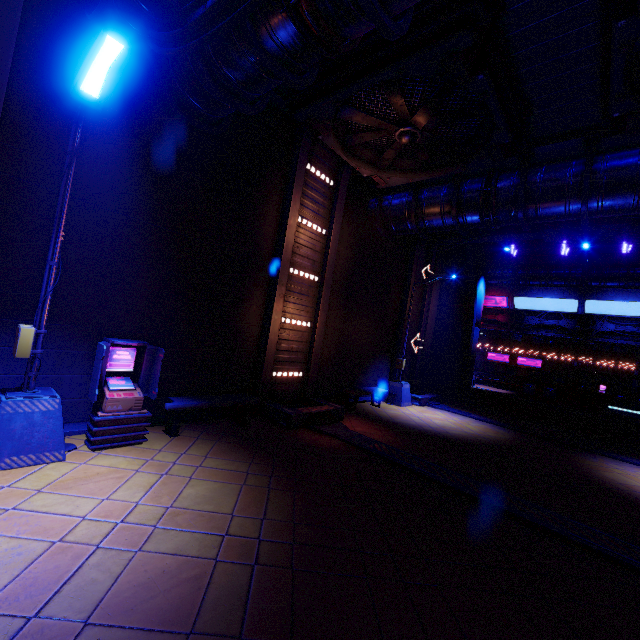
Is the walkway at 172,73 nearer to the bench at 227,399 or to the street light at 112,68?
the street light at 112,68

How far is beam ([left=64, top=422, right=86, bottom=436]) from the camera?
6.21m

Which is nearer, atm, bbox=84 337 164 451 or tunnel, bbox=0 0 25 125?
tunnel, bbox=0 0 25 125

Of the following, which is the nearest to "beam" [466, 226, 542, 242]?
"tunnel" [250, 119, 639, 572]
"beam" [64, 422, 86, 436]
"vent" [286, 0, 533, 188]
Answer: "vent" [286, 0, 533, 188]

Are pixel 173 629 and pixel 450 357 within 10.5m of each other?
no

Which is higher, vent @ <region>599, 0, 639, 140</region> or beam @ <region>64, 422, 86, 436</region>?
vent @ <region>599, 0, 639, 140</region>

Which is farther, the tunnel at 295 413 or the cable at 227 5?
the tunnel at 295 413

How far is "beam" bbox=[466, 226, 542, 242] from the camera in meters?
15.3
